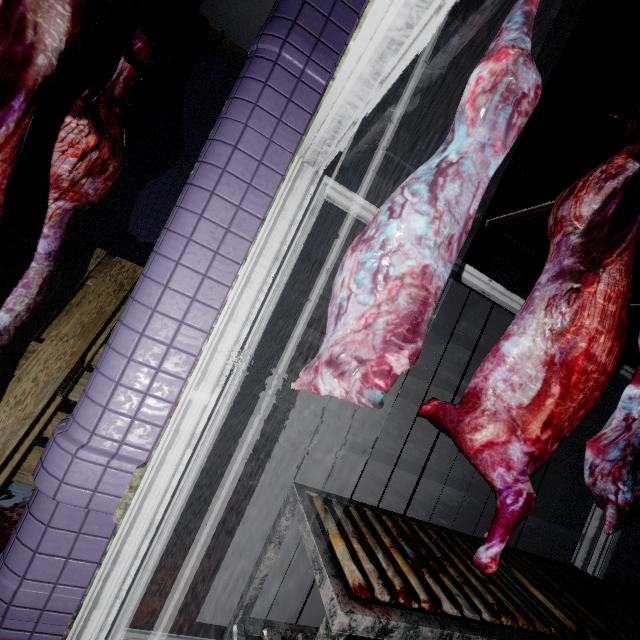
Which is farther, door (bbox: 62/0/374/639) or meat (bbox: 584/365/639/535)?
meat (bbox: 584/365/639/535)

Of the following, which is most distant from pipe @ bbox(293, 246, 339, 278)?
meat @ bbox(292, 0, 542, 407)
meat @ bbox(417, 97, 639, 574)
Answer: meat @ bbox(417, 97, 639, 574)

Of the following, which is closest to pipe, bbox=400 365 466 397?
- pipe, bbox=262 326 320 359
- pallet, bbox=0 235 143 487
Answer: pipe, bbox=262 326 320 359

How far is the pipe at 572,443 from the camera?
6.0m

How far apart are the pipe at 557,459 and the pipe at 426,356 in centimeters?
11cm

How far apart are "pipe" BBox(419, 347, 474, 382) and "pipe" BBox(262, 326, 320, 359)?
0.1m

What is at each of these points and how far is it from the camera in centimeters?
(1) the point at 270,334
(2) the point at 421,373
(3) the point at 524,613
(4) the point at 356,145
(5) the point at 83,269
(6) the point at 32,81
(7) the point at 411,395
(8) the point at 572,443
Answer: (1) pipe, 430cm
(2) pipe, 497cm
(3) table, 119cm
(4) pipe, 141cm
(5) pallet, 188cm
(6) meat, 74cm
(7) pipe, 495cm
(8) pipe, 606cm

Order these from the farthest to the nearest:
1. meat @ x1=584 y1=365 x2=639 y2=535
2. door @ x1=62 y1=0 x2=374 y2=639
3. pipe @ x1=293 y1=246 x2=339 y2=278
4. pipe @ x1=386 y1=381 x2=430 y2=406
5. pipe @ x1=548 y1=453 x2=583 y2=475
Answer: pipe @ x1=548 y1=453 x2=583 y2=475
pipe @ x1=386 y1=381 x2=430 y2=406
pipe @ x1=293 y1=246 x2=339 y2=278
meat @ x1=584 y1=365 x2=639 y2=535
door @ x1=62 y1=0 x2=374 y2=639
